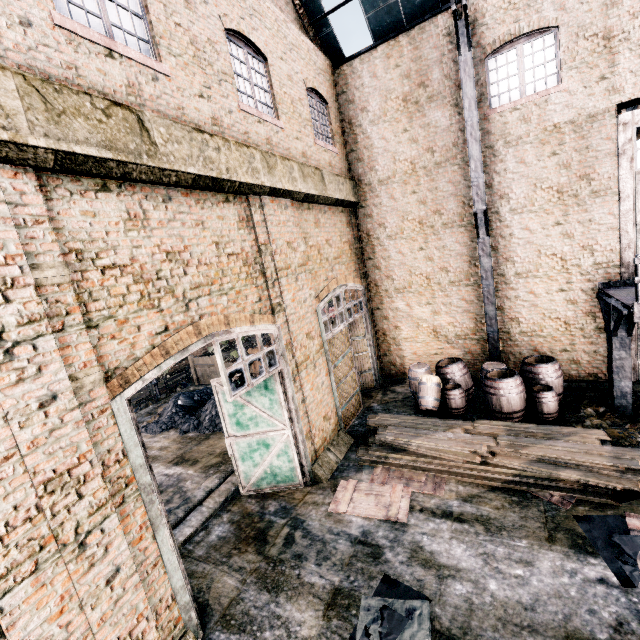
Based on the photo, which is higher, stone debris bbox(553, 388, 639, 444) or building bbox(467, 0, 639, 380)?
building bbox(467, 0, 639, 380)

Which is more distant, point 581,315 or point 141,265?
point 581,315

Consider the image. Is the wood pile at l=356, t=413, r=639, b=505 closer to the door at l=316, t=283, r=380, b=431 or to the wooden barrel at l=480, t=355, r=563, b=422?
the door at l=316, t=283, r=380, b=431

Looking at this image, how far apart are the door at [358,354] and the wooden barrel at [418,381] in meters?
1.7

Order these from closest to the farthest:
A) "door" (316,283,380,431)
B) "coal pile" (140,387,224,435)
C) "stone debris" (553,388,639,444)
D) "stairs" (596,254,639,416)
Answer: "stairs" (596,254,639,416) < "stone debris" (553,388,639,444) < "door" (316,283,380,431) < "coal pile" (140,387,224,435)

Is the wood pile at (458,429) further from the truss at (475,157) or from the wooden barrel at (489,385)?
the truss at (475,157)

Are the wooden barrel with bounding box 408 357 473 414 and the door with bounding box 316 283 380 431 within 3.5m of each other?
yes

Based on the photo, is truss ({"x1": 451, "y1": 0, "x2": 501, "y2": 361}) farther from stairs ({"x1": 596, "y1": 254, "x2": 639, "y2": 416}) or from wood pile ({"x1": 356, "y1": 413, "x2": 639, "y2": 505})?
wood pile ({"x1": 356, "y1": 413, "x2": 639, "y2": 505})
